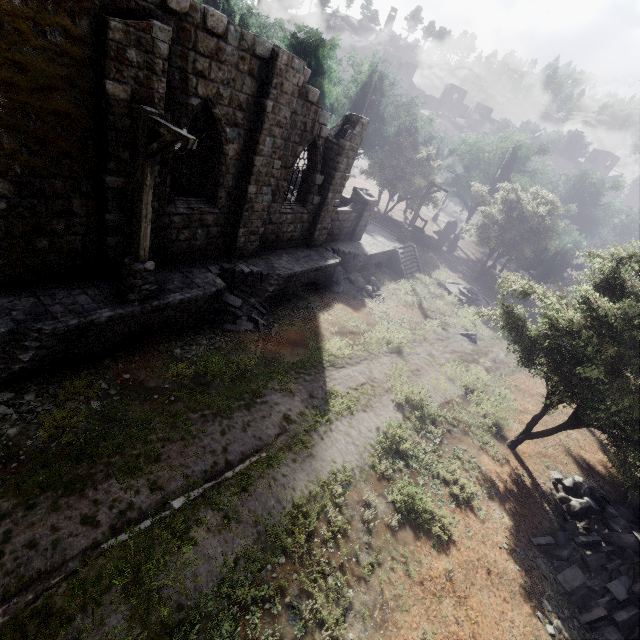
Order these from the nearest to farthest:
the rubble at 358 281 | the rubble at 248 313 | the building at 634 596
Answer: the building at 634 596
the rubble at 248 313
the rubble at 358 281

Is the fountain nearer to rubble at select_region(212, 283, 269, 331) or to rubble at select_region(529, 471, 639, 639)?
rubble at select_region(529, 471, 639, 639)

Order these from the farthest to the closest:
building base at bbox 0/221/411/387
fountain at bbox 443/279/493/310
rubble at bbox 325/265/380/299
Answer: fountain at bbox 443/279/493/310 < rubble at bbox 325/265/380/299 < building base at bbox 0/221/411/387

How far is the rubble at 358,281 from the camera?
17.9m

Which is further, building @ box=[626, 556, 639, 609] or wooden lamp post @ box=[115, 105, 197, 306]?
building @ box=[626, 556, 639, 609]

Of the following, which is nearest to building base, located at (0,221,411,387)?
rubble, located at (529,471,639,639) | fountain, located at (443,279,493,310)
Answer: fountain, located at (443,279,493,310)

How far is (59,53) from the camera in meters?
6.3 m

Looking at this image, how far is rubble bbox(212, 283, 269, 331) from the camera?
11.7m
